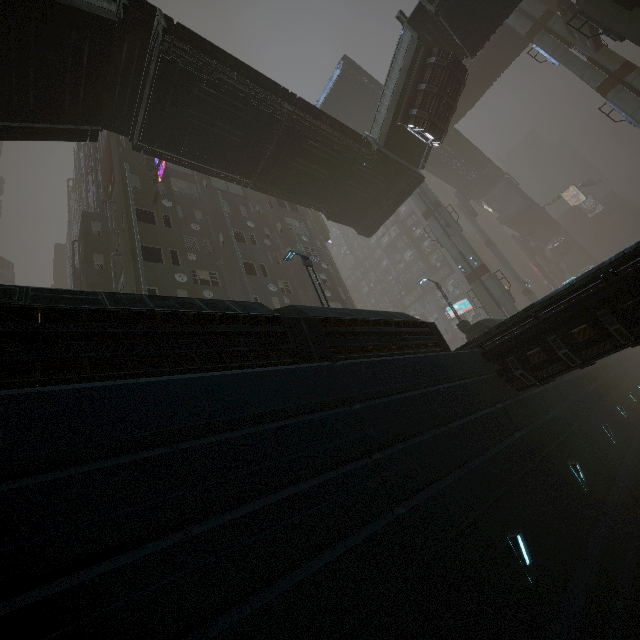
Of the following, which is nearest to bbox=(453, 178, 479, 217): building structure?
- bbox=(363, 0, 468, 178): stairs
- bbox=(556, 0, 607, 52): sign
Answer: bbox=(556, 0, 607, 52): sign

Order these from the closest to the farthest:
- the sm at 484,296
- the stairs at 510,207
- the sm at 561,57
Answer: the sm at 561,57 < the sm at 484,296 < the stairs at 510,207

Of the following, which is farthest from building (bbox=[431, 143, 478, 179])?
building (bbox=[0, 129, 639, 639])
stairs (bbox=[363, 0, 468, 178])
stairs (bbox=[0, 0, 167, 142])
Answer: stairs (bbox=[0, 0, 167, 142])

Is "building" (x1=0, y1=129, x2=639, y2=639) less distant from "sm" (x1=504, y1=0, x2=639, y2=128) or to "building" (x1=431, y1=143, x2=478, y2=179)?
"sm" (x1=504, y1=0, x2=639, y2=128)

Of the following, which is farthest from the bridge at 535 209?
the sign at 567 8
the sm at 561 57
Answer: the sign at 567 8

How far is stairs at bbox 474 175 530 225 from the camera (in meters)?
54.69

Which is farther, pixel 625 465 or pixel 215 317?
pixel 625 465

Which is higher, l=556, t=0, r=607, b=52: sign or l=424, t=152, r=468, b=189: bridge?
l=424, t=152, r=468, b=189: bridge
